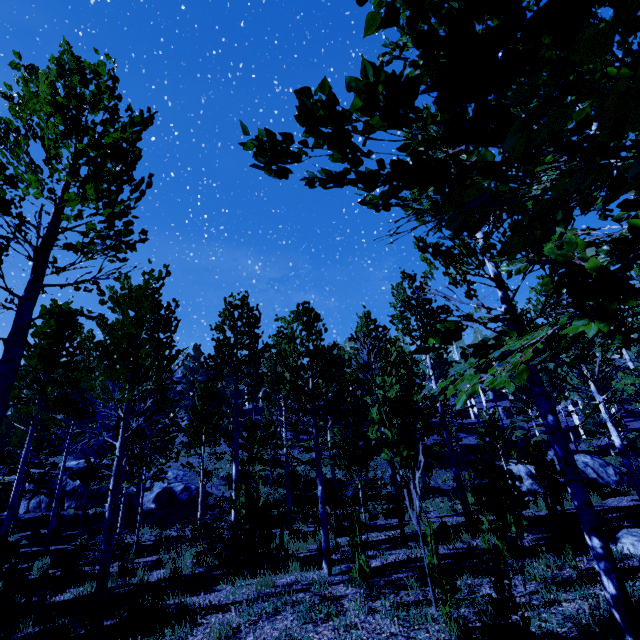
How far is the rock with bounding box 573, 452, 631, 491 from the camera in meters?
18.6

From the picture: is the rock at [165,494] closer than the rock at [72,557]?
No

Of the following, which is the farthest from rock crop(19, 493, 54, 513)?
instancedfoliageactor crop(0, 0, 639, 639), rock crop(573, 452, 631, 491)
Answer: → rock crop(573, 452, 631, 491)

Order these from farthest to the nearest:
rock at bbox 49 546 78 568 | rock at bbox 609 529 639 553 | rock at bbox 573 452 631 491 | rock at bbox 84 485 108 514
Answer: rock at bbox 84 485 108 514, rock at bbox 573 452 631 491, rock at bbox 49 546 78 568, rock at bbox 609 529 639 553

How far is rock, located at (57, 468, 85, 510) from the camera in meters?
23.3 m

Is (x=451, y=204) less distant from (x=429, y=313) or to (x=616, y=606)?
(x=429, y=313)

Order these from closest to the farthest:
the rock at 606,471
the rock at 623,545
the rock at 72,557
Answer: the rock at 623,545, the rock at 72,557, the rock at 606,471
